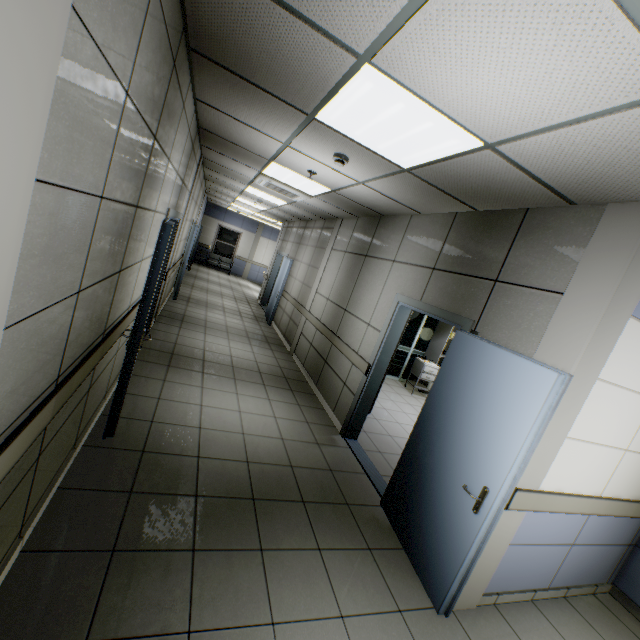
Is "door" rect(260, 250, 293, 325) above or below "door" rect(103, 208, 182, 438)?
below

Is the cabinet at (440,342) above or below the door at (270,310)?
below

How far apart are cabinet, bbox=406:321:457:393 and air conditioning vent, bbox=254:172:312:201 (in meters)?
4.65

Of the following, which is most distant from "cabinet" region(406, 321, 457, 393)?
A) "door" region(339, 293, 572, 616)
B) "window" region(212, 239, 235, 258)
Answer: "window" region(212, 239, 235, 258)

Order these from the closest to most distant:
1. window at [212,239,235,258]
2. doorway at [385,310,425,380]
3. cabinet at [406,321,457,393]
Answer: cabinet at [406,321,457,393] < doorway at [385,310,425,380] < window at [212,239,235,258]

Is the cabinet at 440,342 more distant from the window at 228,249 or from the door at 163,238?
the window at 228,249

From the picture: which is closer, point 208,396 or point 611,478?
point 611,478

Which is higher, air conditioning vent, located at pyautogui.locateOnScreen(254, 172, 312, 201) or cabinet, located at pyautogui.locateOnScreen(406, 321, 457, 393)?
air conditioning vent, located at pyautogui.locateOnScreen(254, 172, 312, 201)
